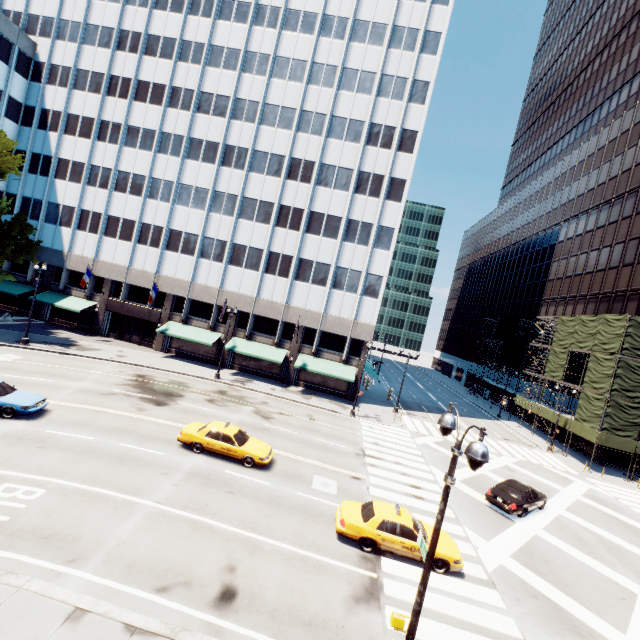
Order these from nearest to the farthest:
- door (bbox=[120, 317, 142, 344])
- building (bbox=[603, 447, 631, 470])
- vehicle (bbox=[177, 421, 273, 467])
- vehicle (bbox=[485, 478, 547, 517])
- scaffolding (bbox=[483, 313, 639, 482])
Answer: vehicle (bbox=[177, 421, 273, 467]) < vehicle (bbox=[485, 478, 547, 517]) < scaffolding (bbox=[483, 313, 639, 482]) < building (bbox=[603, 447, 631, 470]) < door (bbox=[120, 317, 142, 344])

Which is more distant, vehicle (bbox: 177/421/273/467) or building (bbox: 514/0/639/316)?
building (bbox: 514/0/639/316)

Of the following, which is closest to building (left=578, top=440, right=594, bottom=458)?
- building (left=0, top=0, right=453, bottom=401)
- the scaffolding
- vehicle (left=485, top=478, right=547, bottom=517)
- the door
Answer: the scaffolding

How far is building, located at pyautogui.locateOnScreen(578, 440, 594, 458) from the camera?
35.9m

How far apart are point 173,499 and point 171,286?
29.3 meters

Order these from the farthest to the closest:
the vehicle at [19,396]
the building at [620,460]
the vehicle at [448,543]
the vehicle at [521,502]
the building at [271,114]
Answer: the building at [271,114], the building at [620,460], the vehicle at [521,502], the vehicle at [19,396], the vehicle at [448,543]

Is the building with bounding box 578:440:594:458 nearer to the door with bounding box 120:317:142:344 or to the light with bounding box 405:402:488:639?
the light with bounding box 405:402:488:639

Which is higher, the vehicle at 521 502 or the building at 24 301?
the building at 24 301
